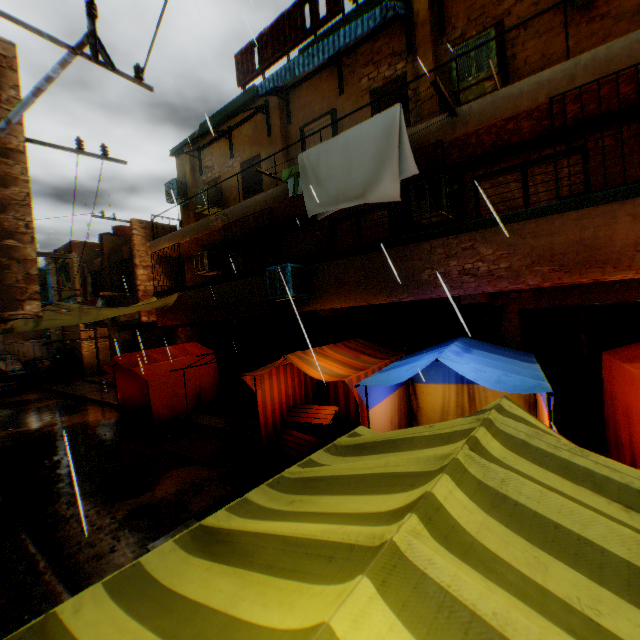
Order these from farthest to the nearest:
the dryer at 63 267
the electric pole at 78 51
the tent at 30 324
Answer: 1. the tent at 30 324
2. the dryer at 63 267
3. the electric pole at 78 51

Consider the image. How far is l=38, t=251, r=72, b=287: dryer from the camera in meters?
7.4 m

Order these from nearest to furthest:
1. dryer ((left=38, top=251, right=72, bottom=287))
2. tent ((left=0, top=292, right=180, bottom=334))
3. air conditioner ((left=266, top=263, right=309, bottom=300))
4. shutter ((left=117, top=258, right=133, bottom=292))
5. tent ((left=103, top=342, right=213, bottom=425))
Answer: dryer ((left=38, top=251, right=72, bottom=287)) → air conditioner ((left=266, top=263, right=309, bottom=300)) → tent ((left=0, top=292, right=180, bottom=334)) → tent ((left=103, top=342, right=213, bottom=425)) → shutter ((left=117, top=258, right=133, bottom=292))

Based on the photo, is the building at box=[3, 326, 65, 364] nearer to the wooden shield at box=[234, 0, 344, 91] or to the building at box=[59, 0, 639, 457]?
the building at box=[59, 0, 639, 457]

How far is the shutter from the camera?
15.9 meters

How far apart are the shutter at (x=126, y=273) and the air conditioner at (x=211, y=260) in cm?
463

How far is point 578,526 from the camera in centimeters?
122cm

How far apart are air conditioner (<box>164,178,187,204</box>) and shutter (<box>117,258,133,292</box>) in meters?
4.0 m
